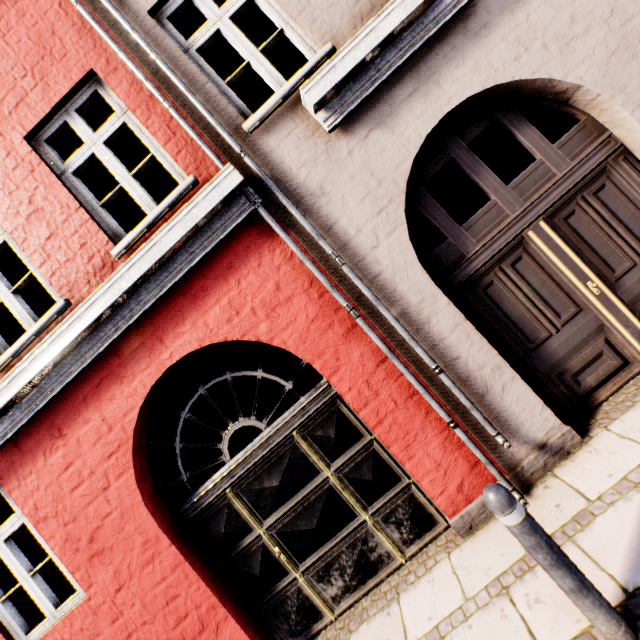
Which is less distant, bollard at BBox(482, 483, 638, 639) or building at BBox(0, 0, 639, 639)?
bollard at BBox(482, 483, 638, 639)

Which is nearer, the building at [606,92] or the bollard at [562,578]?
the bollard at [562,578]

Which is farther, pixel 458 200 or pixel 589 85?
pixel 458 200
